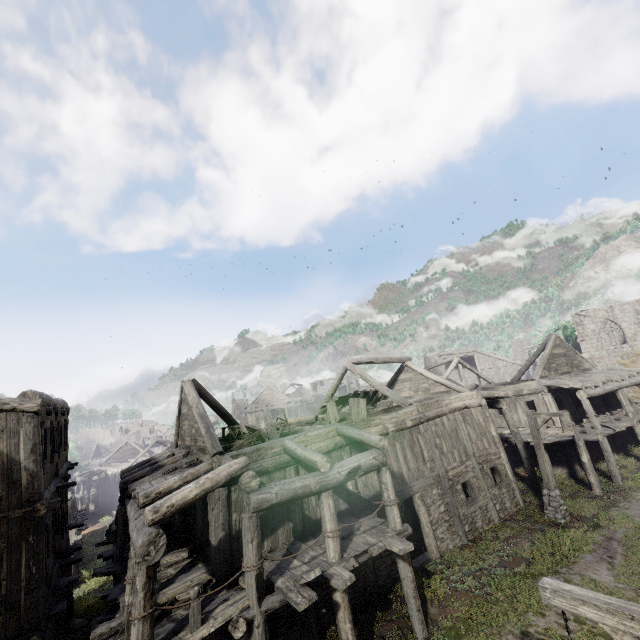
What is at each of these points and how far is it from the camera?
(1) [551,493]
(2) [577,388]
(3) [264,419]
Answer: (1) wooden lamp post, 14.53m
(2) building, 19.50m
(3) broken furniture, 14.69m

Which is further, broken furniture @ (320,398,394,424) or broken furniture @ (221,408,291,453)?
broken furniture @ (320,398,394,424)

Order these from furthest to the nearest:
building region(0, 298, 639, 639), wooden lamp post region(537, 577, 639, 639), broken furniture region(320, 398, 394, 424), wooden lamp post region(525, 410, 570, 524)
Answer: wooden lamp post region(525, 410, 570, 524), broken furniture region(320, 398, 394, 424), building region(0, 298, 639, 639), wooden lamp post region(537, 577, 639, 639)

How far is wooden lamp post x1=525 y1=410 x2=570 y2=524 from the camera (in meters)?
14.31

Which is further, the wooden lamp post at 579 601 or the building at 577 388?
the building at 577 388

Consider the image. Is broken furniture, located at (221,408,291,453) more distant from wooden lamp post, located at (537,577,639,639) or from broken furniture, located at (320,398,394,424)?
wooden lamp post, located at (537,577,639,639)

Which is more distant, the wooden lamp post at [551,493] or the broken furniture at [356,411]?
the wooden lamp post at [551,493]

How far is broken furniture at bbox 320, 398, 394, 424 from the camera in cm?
1348
